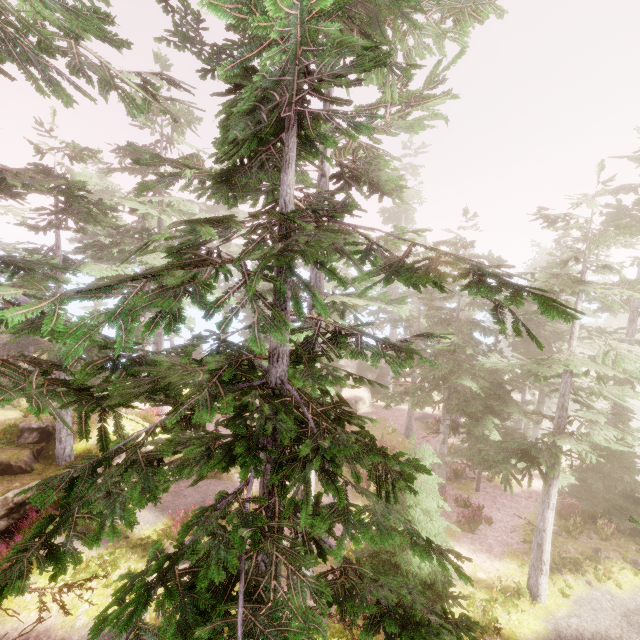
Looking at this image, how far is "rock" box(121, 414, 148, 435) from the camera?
17.84m

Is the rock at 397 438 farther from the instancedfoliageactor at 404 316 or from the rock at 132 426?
the rock at 132 426

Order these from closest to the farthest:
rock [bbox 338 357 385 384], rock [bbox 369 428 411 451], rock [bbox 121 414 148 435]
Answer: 1. rock [bbox 121 414 148 435]
2. rock [bbox 369 428 411 451]
3. rock [bbox 338 357 385 384]

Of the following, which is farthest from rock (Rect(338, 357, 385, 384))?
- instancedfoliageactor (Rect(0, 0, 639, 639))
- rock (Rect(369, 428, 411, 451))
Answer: rock (Rect(369, 428, 411, 451))

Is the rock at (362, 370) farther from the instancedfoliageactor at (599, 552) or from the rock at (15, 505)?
the rock at (15, 505)

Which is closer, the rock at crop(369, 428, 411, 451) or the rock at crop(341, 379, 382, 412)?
the rock at crop(369, 428, 411, 451)

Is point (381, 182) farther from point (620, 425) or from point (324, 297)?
point (324, 297)

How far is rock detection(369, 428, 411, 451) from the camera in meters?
23.9
